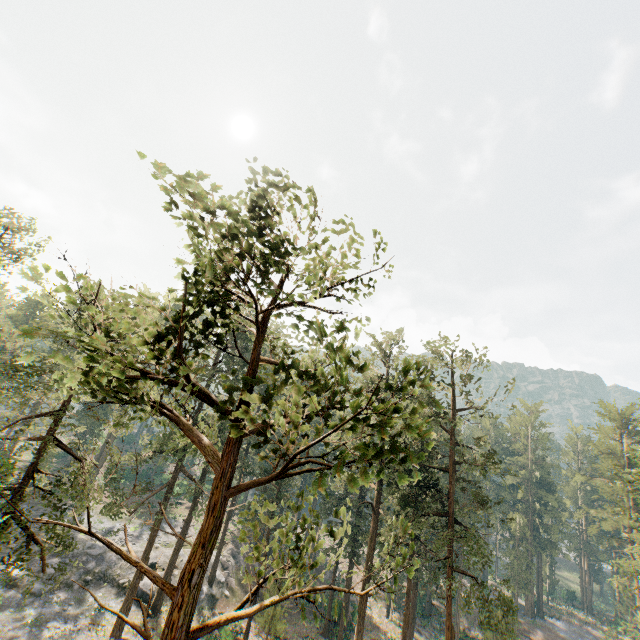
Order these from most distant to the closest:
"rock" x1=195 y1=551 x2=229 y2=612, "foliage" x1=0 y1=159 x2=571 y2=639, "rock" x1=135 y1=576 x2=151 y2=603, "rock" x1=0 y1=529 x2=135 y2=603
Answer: "rock" x1=195 y1=551 x2=229 y2=612 < "rock" x1=135 y1=576 x2=151 y2=603 < "rock" x1=0 y1=529 x2=135 y2=603 < "foliage" x1=0 y1=159 x2=571 y2=639

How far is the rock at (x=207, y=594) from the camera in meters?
34.5

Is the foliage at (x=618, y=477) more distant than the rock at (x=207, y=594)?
No

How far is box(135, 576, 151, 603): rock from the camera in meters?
31.4

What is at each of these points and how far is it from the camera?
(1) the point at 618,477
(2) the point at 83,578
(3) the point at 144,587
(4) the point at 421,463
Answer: (1) foliage, 48.1 meters
(2) rock, 31.2 meters
(3) rock, 32.0 meters
(4) foliage, 27.3 meters

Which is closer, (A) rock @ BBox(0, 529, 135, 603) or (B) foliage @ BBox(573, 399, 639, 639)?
(B) foliage @ BBox(573, 399, 639, 639)
